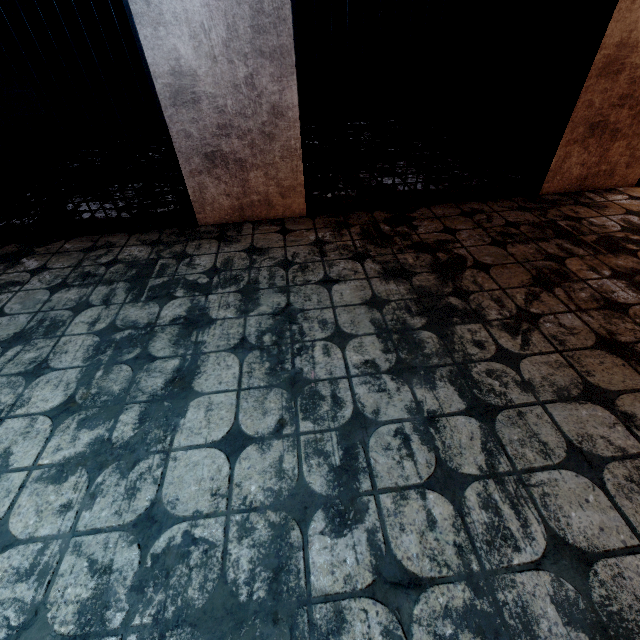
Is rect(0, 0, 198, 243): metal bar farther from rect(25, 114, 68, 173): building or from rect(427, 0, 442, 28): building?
rect(427, 0, 442, 28): building

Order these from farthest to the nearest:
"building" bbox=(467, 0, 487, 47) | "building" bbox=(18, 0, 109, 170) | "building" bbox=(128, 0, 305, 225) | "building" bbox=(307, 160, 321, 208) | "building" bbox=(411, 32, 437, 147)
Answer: "building" bbox=(411, 32, 437, 147) → "building" bbox=(18, 0, 109, 170) → "building" bbox=(467, 0, 487, 47) → "building" bbox=(307, 160, 321, 208) → "building" bbox=(128, 0, 305, 225)

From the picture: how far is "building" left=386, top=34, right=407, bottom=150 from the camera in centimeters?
458cm

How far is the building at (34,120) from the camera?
4.0 meters

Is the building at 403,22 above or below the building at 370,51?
above

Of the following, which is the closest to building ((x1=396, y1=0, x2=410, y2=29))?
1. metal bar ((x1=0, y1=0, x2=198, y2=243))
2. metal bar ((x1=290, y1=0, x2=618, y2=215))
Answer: metal bar ((x1=290, y1=0, x2=618, y2=215))

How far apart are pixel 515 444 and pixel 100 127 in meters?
6.8 m
